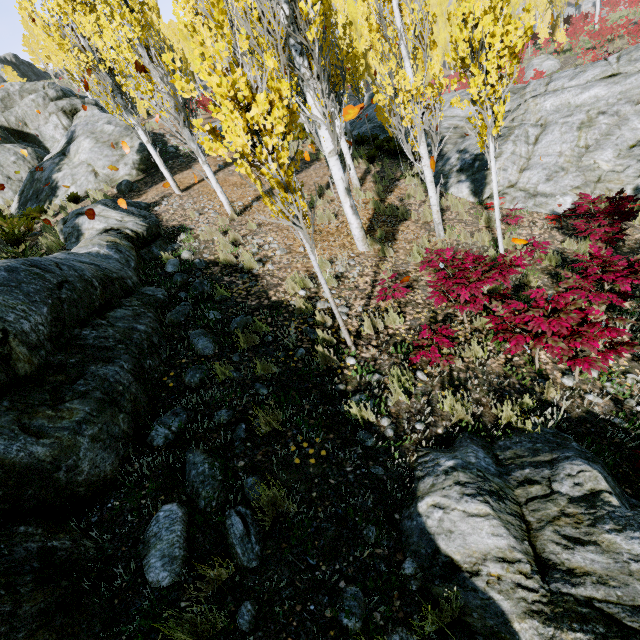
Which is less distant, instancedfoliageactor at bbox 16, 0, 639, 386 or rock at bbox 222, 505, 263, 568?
rock at bbox 222, 505, 263, 568

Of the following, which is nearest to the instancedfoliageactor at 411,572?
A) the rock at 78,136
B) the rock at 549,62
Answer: the rock at 78,136

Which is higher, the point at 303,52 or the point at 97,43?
the point at 97,43

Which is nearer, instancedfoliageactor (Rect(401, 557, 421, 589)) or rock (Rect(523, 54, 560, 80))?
instancedfoliageactor (Rect(401, 557, 421, 589))

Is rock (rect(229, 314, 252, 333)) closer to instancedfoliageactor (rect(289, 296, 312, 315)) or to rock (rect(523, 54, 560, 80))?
instancedfoliageactor (rect(289, 296, 312, 315))

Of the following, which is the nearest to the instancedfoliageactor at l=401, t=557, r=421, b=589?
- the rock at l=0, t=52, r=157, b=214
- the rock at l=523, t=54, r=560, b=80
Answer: the rock at l=0, t=52, r=157, b=214

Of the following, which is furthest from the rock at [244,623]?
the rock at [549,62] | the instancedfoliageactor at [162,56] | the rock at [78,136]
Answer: the rock at [549,62]
